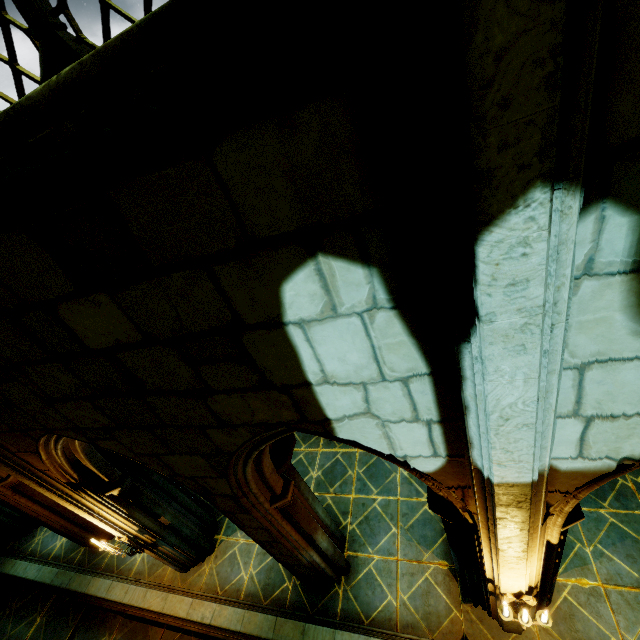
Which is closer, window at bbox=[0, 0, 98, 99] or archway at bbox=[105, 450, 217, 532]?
window at bbox=[0, 0, 98, 99]

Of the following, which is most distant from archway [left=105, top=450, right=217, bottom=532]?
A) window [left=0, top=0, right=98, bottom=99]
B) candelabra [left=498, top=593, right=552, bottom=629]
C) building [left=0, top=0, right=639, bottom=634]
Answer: window [left=0, top=0, right=98, bottom=99]

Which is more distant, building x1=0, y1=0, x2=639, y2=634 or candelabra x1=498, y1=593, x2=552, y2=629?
candelabra x1=498, y1=593, x2=552, y2=629

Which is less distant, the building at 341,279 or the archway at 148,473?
the building at 341,279

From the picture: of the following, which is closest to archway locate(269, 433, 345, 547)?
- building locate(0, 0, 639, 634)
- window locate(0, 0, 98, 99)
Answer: building locate(0, 0, 639, 634)

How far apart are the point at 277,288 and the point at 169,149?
0.7m

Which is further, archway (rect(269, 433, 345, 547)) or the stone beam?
the stone beam

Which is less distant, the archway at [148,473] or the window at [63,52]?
the window at [63,52]
